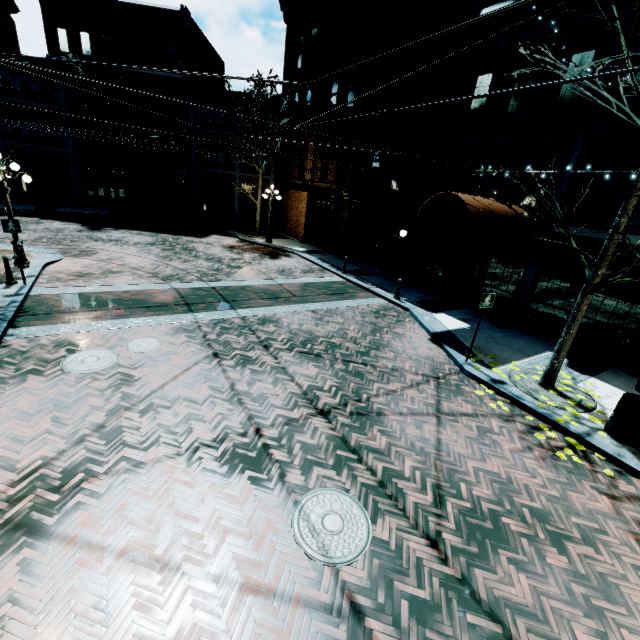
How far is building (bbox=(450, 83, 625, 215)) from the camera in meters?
9.3

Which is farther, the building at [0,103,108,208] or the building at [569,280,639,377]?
the building at [0,103,108,208]

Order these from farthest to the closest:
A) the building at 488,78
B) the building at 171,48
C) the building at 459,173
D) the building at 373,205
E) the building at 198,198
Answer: the building at 198,198 → the building at 171,48 → the building at 459,173 → the building at 373,205 → the building at 488,78

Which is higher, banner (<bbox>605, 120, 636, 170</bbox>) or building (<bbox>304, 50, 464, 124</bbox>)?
building (<bbox>304, 50, 464, 124</bbox>)

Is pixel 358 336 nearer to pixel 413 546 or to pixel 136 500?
pixel 413 546

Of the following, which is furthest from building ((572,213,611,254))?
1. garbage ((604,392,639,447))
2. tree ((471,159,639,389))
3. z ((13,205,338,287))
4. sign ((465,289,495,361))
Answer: sign ((465,289,495,361))

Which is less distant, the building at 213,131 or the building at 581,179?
the building at 581,179
